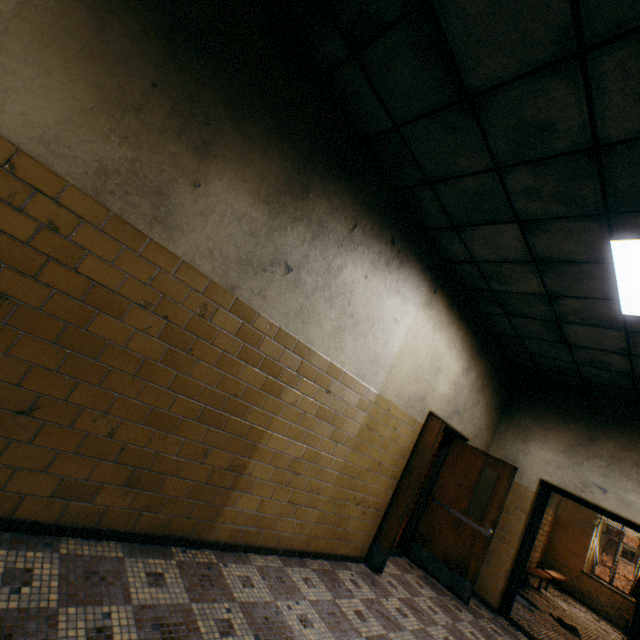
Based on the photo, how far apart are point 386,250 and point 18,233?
3.08m

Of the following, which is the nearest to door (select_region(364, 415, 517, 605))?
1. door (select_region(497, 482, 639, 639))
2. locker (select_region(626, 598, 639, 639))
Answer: door (select_region(497, 482, 639, 639))

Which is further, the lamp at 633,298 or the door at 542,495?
the door at 542,495

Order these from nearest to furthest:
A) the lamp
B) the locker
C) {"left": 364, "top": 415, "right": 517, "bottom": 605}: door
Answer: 1. the lamp
2. {"left": 364, "top": 415, "right": 517, "bottom": 605}: door
3. the locker

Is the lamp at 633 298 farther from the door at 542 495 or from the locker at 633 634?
the locker at 633 634

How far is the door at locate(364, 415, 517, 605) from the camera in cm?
435

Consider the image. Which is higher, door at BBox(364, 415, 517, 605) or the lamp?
Result: the lamp

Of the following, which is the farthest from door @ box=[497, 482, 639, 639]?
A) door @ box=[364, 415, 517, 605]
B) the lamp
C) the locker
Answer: the lamp
